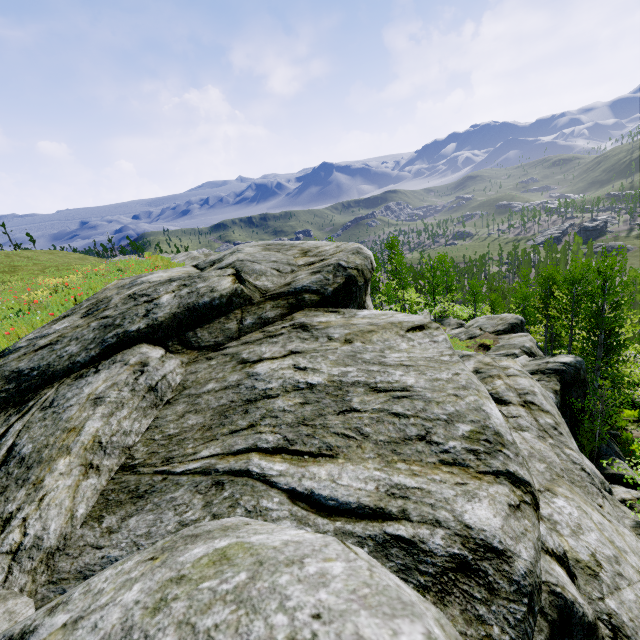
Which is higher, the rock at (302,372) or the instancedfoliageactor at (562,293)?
the rock at (302,372)

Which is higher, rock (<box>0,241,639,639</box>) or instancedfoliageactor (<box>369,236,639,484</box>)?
rock (<box>0,241,639,639</box>)

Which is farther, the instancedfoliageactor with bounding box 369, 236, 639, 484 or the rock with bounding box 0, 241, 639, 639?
the instancedfoliageactor with bounding box 369, 236, 639, 484

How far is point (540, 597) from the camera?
1.79m

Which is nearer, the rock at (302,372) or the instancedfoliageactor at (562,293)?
the rock at (302,372)
